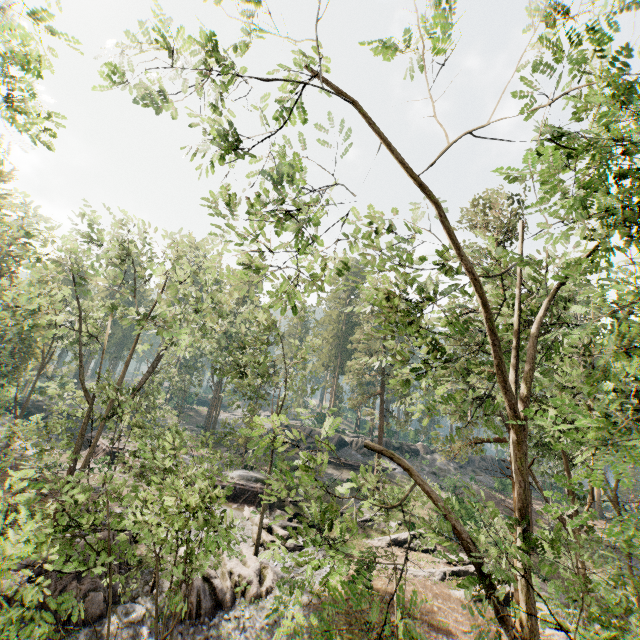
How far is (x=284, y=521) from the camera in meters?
24.8 m

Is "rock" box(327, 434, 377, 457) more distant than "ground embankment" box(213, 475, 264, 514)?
Yes

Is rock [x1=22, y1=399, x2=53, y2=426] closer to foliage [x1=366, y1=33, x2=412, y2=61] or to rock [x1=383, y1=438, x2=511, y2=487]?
foliage [x1=366, y1=33, x2=412, y2=61]

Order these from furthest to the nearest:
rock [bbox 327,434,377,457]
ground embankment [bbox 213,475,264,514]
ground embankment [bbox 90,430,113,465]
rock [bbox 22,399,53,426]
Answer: rock [bbox 22,399,53,426], rock [bbox 327,434,377,457], ground embankment [bbox 213,475,264,514], ground embankment [bbox 90,430,113,465]

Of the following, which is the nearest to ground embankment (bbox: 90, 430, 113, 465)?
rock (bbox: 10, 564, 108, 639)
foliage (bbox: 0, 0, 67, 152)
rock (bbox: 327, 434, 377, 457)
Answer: foliage (bbox: 0, 0, 67, 152)

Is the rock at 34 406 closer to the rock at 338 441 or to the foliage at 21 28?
the foliage at 21 28

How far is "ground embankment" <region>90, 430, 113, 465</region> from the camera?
25.5m

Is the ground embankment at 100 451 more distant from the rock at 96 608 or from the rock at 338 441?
the rock at 338 441
